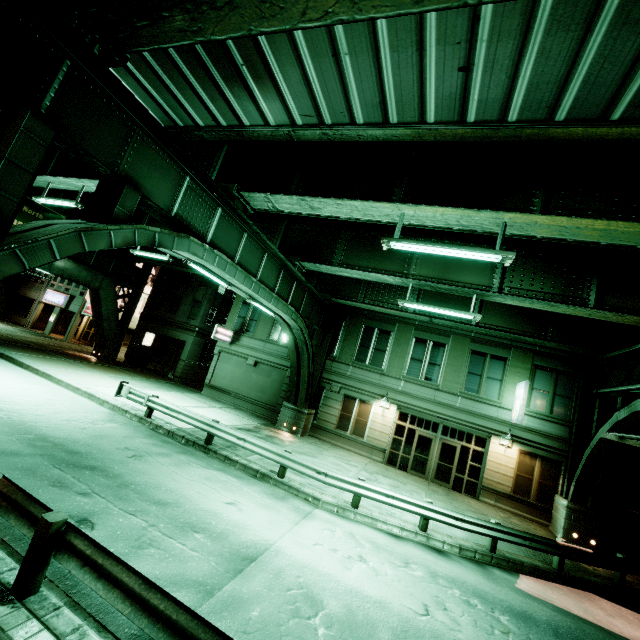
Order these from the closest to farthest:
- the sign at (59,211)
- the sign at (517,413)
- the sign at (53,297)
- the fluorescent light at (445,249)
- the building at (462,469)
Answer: the fluorescent light at (445,249) < the sign at (517,413) < the building at (462,469) < the sign at (59,211) < the sign at (53,297)

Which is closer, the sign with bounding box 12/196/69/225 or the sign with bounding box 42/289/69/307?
the sign with bounding box 12/196/69/225

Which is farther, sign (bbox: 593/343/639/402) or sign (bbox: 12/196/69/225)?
sign (bbox: 12/196/69/225)

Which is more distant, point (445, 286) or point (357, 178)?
point (445, 286)

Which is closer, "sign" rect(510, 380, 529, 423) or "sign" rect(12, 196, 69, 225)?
"sign" rect(510, 380, 529, 423)

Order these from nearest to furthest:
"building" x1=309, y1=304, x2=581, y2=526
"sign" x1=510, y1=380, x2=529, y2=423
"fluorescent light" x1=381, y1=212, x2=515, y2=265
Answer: "fluorescent light" x1=381, y1=212, x2=515, y2=265 < "sign" x1=510, y1=380, x2=529, y2=423 < "building" x1=309, y1=304, x2=581, y2=526

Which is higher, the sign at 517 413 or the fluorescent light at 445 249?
the fluorescent light at 445 249

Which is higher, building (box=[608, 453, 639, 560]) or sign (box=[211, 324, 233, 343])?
sign (box=[211, 324, 233, 343])
